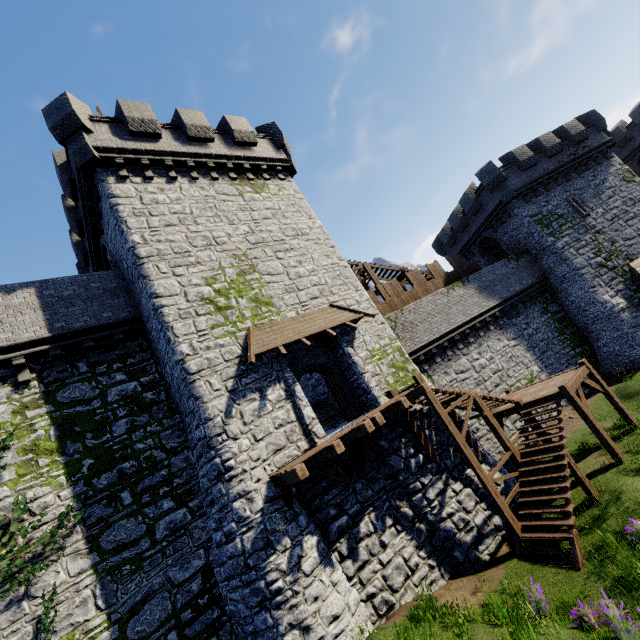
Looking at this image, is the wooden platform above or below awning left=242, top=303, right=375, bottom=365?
below

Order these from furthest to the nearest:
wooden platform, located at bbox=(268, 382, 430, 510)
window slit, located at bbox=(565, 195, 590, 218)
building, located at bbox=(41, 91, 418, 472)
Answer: window slit, located at bbox=(565, 195, 590, 218)
building, located at bbox=(41, 91, 418, 472)
wooden platform, located at bbox=(268, 382, 430, 510)

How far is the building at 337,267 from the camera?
11.2m

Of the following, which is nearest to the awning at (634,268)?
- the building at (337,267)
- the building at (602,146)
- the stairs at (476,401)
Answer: the building at (602,146)

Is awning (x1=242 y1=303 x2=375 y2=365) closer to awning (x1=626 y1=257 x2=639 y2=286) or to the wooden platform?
the wooden platform

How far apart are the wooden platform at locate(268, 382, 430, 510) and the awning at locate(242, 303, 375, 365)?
3.1 meters

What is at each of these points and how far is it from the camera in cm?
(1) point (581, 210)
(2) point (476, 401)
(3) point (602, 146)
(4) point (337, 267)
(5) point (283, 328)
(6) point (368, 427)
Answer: (1) window slit, 2316
(2) stairs, 1316
(3) building, 2473
(4) building, 1656
(5) awning, 1271
(6) wooden platform, 997

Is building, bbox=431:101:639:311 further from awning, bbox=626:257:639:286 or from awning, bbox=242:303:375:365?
awning, bbox=242:303:375:365
